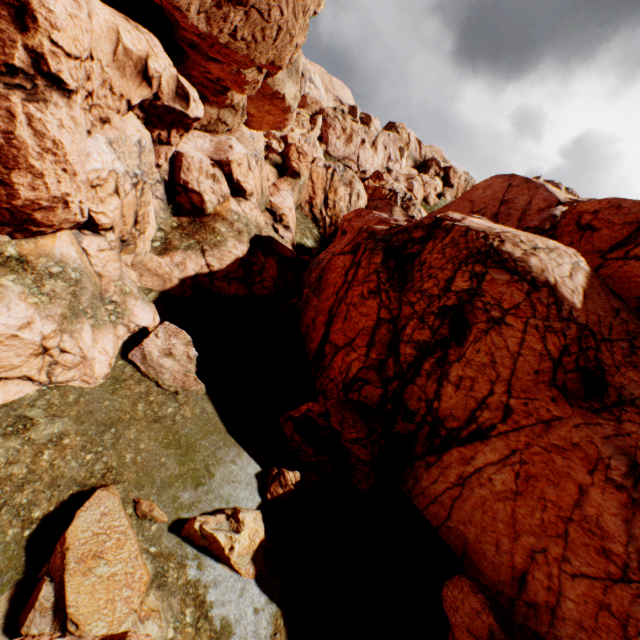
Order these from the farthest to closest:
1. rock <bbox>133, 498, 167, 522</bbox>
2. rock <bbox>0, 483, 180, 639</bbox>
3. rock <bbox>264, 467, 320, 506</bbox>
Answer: rock <bbox>264, 467, 320, 506</bbox> < rock <bbox>133, 498, 167, 522</bbox> < rock <bbox>0, 483, 180, 639</bbox>

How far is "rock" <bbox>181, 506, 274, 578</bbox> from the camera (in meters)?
9.34

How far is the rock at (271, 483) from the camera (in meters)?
11.62

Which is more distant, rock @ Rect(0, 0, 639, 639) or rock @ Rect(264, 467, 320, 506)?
rock @ Rect(264, 467, 320, 506)

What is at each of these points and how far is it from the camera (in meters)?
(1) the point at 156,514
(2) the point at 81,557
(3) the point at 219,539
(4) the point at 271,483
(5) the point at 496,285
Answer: (1) rock, 9.41
(2) rock, 7.51
(3) rock, 9.27
(4) rock, 11.86
(5) rock, 13.52
